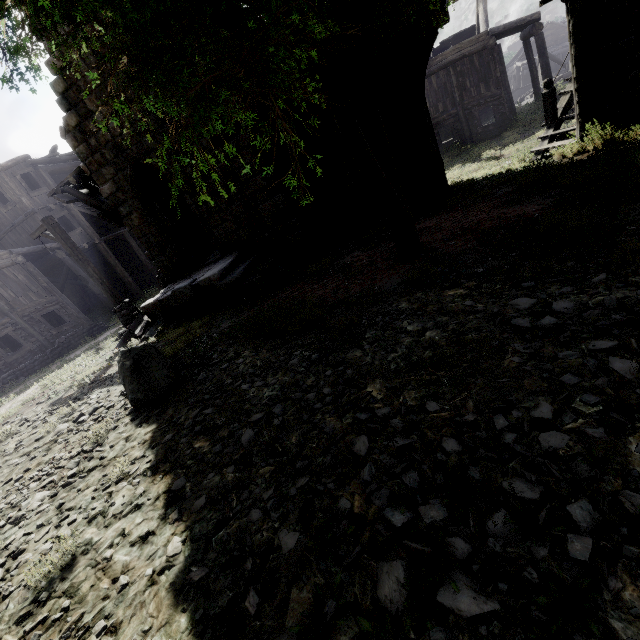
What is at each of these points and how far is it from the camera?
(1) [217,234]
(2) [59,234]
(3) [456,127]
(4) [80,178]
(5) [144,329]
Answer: (1) building, 11.54m
(2) wooden lamp post, 10.90m
(3) building, 20.66m
(4) wooden plank rubble, 11.70m
(5) rubble, 10.66m

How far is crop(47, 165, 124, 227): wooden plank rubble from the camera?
11.7 meters

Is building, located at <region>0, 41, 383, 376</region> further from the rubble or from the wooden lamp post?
the wooden lamp post

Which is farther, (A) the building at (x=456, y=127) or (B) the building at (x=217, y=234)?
(B) the building at (x=217, y=234)

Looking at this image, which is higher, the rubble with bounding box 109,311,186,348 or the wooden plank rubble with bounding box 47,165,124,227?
the wooden plank rubble with bounding box 47,165,124,227

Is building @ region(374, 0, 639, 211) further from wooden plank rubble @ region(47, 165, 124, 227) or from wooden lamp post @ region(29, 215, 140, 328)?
wooden lamp post @ region(29, 215, 140, 328)

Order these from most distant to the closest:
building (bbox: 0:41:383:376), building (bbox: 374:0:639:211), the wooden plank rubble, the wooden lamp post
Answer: the wooden plank rubble → the wooden lamp post → building (bbox: 0:41:383:376) → building (bbox: 374:0:639:211)

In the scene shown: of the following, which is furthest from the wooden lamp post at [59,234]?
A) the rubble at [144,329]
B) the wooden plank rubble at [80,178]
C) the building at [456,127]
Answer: the building at [456,127]
